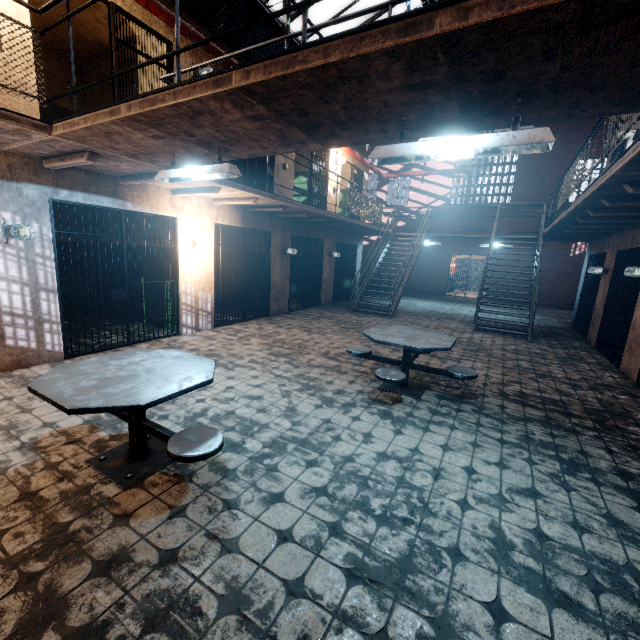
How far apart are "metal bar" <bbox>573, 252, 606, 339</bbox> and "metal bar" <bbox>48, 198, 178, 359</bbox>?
10.60m

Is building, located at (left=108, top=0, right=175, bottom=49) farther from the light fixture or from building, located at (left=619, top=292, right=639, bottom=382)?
building, located at (left=619, top=292, right=639, bottom=382)

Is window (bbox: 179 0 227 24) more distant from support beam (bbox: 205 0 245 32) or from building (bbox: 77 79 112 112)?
building (bbox: 77 79 112 112)

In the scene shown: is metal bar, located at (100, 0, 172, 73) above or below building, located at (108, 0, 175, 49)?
below

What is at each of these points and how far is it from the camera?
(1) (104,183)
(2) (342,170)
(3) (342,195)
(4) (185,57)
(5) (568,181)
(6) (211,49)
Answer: (1) building, 5.12m
(2) building, 14.05m
(3) building, 14.22m
(4) building, 5.96m
(5) metal railing, 6.28m
(6) pipe, 6.09m

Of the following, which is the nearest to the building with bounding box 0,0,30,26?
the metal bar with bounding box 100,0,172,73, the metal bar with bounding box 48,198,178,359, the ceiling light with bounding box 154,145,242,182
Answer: the metal bar with bounding box 100,0,172,73

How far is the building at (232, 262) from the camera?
9.8m

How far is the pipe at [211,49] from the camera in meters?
6.0 m
